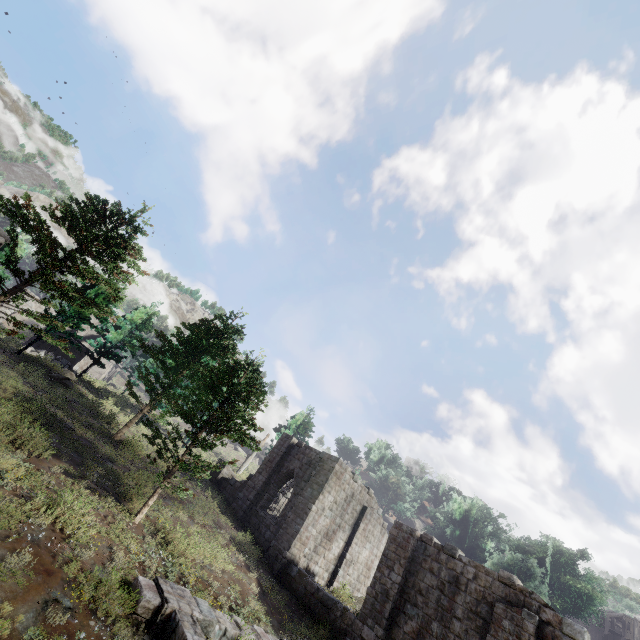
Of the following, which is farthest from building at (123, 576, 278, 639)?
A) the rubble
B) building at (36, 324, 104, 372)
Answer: building at (36, 324, 104, 372)

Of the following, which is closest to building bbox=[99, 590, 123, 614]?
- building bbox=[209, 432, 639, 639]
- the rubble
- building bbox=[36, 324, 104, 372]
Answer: building bbox=[209, 432, 639, 639]

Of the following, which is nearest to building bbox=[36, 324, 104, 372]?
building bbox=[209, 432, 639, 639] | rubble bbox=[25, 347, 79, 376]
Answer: rubble bbox=[25, 347, 79, 376]

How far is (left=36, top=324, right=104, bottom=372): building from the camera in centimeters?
3869cm

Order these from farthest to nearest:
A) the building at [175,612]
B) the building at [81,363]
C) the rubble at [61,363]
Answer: the building at [81,363] < the rubble at [61,363] < the building at [175,612]

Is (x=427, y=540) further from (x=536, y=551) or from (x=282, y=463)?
(x=536, y=551)

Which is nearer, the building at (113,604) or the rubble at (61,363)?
the building at (113,604)

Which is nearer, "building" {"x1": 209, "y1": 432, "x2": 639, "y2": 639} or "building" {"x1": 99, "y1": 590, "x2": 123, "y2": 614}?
"building" {"x1": 99, "y1": 590, "x2": 123, "y2": 614}
